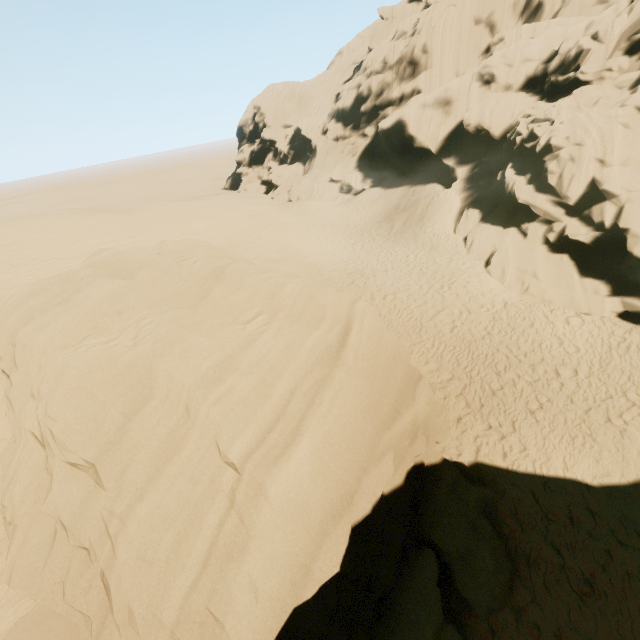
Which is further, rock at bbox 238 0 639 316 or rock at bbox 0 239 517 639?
rock at bbox 238 0 639 316

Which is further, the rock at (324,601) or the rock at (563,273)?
the rock at (563,273)

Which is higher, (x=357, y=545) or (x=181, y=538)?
(x=181, y=538)
